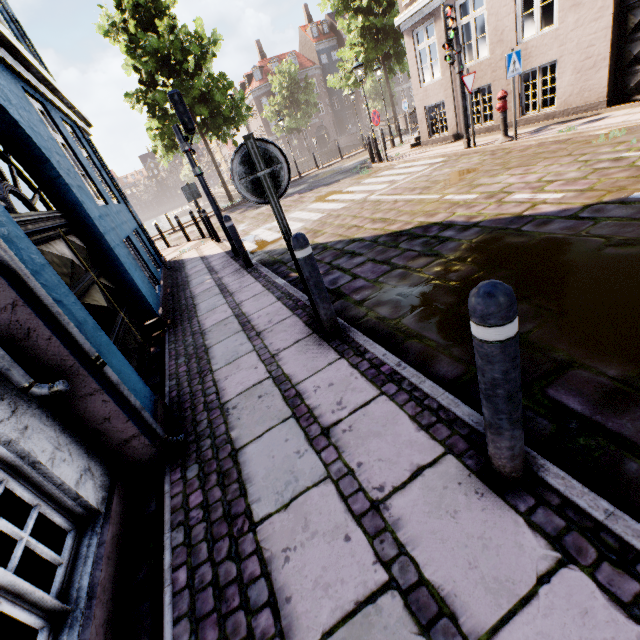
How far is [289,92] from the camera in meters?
41.2 m

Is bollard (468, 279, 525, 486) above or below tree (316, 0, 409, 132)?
below

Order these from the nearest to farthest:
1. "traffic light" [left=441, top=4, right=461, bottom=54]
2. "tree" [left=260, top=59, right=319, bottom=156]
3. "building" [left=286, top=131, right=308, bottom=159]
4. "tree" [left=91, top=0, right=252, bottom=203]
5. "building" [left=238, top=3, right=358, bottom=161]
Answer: "traffic light" [left=441, top=4, right=461, bottom=54] < "tree" [left=91, top=0, right=252, bottom=203] < "tree" [left=260, top=59, right=319, bottom=156] < "building" [left=238, top=3, right=358, bottom=161] < "building" [left=286, top=131, right=308, bottom=159]

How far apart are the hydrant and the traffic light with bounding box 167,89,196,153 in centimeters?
759cm

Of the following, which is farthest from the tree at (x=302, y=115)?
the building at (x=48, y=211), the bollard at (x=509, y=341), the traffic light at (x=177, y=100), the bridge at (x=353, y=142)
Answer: the bollard at (x=509, y=341)

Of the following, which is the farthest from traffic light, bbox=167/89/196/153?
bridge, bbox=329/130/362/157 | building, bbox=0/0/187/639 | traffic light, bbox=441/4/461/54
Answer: bridge, bbox=329/130/362/157

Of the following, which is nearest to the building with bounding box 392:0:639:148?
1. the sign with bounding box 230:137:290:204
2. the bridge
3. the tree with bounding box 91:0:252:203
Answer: the sign with bounding box 230:137:290:204

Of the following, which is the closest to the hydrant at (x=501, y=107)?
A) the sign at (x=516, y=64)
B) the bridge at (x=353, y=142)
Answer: the sign at (x=516, y=64)
